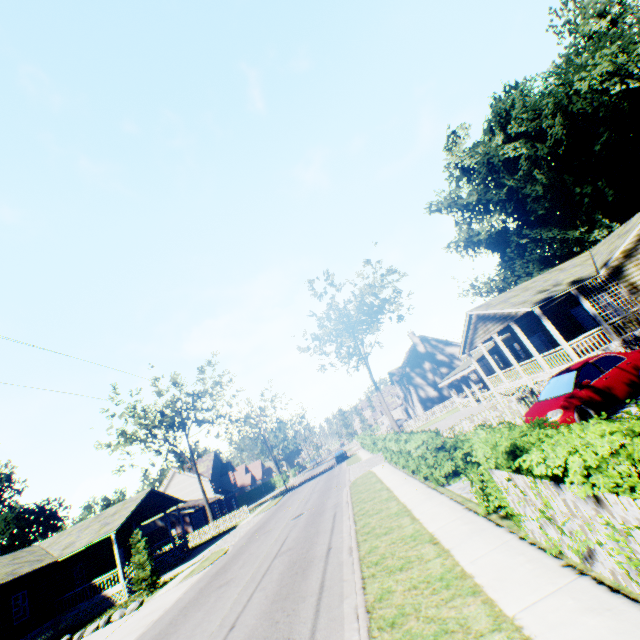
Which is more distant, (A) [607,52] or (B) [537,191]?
(B) [537,191]

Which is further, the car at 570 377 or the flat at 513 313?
the flat at 513 313

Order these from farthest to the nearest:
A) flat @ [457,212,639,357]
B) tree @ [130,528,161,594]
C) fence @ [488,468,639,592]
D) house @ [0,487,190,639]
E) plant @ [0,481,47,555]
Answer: plant @ [0,481,47,555]
house @ [0,487,190,639]
tree @ [130,528,161,594]
flat @ [457,212,639,357]
fence @ [488,468,639,592]

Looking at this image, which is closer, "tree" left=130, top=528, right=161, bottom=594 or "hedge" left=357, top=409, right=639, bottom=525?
"hedge" left=357, top=409, right=639, bottom=525

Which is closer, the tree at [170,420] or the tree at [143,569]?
the tree at [143,569]

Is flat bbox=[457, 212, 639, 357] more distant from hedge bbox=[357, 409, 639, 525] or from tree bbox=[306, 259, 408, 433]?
hedge bbox=[357, 409, 639, 525]

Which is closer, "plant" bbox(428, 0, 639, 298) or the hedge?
the hedge

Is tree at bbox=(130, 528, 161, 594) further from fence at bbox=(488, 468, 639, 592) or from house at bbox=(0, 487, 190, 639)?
fence at bbox=(488, 468, 639, 592)
